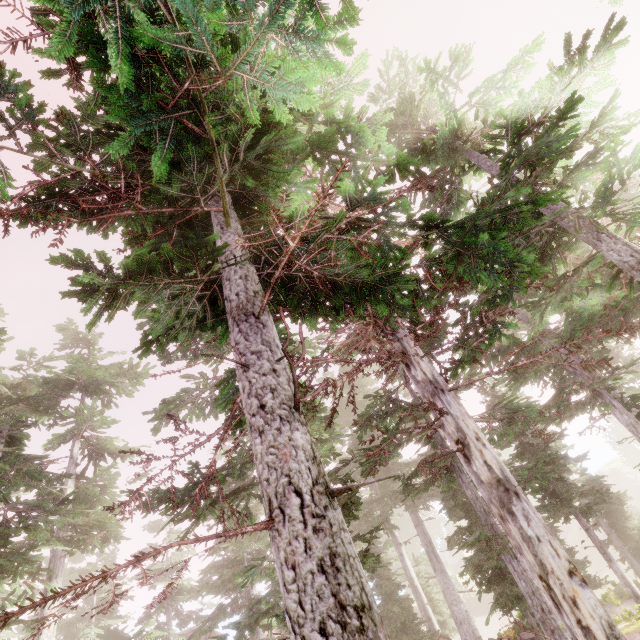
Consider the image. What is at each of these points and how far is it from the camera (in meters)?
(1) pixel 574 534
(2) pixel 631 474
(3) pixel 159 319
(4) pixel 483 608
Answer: (1) rock, 50.38
(2) rock, 59.78
(3) instancedfoliageactor, 3.77
(4) rock, 43.91

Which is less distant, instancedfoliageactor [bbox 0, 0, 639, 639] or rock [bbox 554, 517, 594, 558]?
instancedfoliageactor [bbox 0, 0, 639, 639]

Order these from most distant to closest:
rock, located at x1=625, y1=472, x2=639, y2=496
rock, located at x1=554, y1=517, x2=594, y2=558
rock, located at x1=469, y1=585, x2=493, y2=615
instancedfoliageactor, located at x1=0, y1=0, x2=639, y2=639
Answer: rock, located at x1=625, y1=472, x2=639, y2=496
rock, located at x1=554, y1=517, x2=594, y2=558
rock, located at x1=469, y1=585, x2=493, y2=615
instancedfoliageactor, located at x1=0, y1=0, x2=639, y2=639

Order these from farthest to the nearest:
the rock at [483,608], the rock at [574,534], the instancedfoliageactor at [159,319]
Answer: the rock at [574,534], the rock at [483,608], the instancedfoliageactor at [159,319]

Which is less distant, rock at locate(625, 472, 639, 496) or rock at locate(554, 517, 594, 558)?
rock at locate(554, 517, 594, 558)

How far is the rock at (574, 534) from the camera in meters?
47.9 m

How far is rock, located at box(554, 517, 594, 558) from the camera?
47.9 meters
